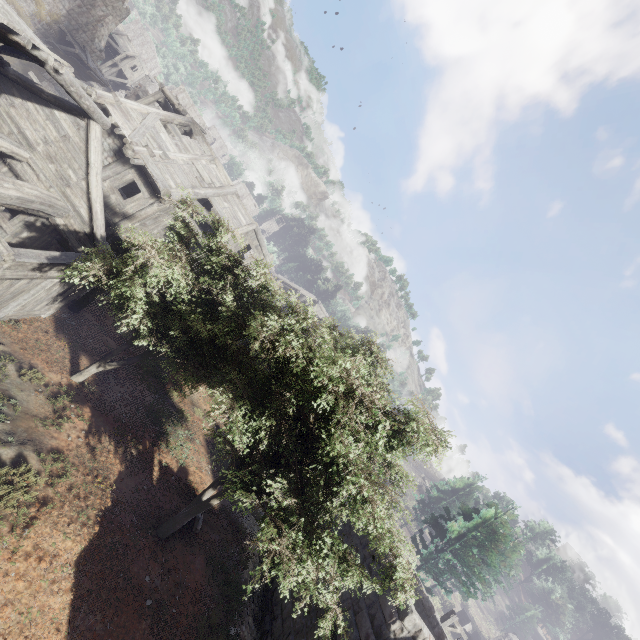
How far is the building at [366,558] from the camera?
10.52m

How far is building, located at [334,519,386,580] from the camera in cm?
1052

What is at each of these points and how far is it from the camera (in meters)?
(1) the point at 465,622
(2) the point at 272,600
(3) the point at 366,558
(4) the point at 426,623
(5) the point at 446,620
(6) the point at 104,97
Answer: (1) building, 34.06
(2) building, 11.42
(3) building, 11.00
(4) building, 13.24
(5) wooden lamp post, 15.24
(6) building, 13.84

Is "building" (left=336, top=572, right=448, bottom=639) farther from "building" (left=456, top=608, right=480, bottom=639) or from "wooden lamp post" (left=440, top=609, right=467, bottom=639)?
"building" (left=456, top=608, right=480, bottom=639)

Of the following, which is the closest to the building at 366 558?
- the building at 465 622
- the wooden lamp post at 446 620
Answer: the wooden lamp post at 446 620

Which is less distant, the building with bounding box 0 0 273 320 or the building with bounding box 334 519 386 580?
the building with bounding box 0 0 273 320
